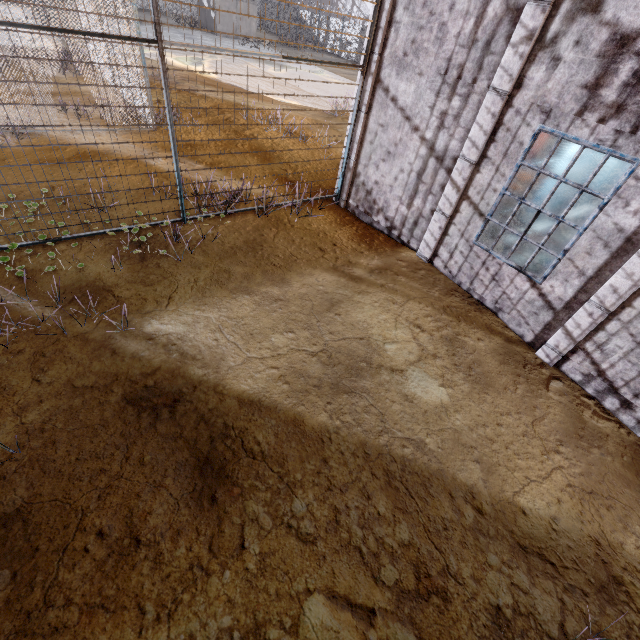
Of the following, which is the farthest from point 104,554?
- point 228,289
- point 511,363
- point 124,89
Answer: point 124,89

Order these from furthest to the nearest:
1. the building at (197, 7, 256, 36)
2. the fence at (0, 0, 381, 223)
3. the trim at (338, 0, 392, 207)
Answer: the building at (197, 7, 256, 36) < the trim at (338, 0, 392, 207) < the fence at (0, 0, 381, 223)

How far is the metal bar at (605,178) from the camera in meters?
9.4

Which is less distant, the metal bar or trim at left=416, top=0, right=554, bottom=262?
trim at left=416, top=0, right=554, bottom=262

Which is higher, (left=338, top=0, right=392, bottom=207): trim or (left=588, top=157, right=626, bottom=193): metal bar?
(left=338, top=0, right=392, bottom=207): trim

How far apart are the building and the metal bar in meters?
33.9

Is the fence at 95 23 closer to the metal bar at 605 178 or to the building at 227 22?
the metal bar at 605 178

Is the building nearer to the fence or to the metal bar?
the fence
